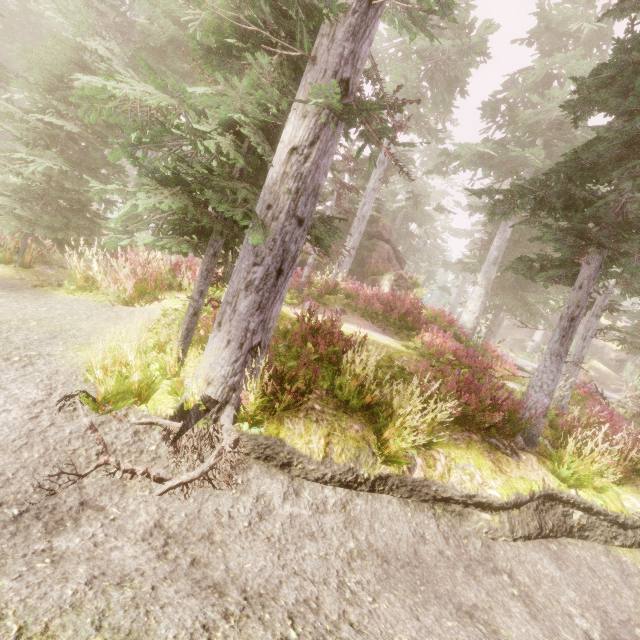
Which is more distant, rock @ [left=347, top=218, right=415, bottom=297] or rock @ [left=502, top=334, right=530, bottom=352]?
rock @ [left=502, top=334, right=530, bottom=352]

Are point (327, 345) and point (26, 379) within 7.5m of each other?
yes

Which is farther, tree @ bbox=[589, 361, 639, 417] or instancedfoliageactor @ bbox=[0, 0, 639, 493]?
tree @ bbox=[589, 361, 639, 417]

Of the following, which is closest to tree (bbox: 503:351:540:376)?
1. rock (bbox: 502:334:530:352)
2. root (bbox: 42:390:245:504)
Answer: root (bbox: 42:390:245:504)

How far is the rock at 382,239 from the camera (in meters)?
17.23

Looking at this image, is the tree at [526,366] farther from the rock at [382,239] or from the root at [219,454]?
the root at [219,454]

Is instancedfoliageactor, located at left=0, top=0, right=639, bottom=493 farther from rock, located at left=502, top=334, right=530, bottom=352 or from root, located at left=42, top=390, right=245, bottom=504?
root, located at left=42, top=390, right=245, bottom=504

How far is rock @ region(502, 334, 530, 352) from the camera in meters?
39.1
